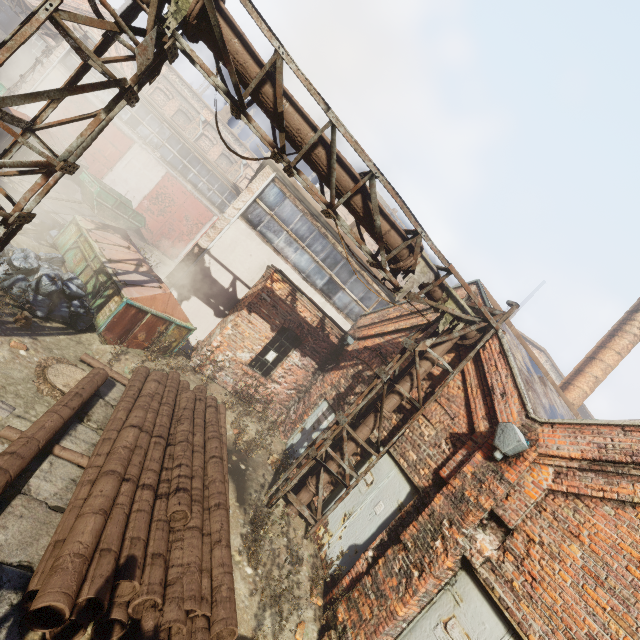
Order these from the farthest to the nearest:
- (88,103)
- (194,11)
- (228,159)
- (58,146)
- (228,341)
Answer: (228,159) → (88,103) → (58,146) → (228,341) → (194,11)

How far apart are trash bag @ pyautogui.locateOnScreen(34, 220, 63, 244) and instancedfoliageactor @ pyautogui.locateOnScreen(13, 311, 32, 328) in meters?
4.9

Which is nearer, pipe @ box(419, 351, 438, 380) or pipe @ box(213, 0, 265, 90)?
pipe @ box(213, 0, 265, 90)

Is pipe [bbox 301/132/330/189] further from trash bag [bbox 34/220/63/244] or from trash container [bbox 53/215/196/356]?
trash bag [bbox 34/220/63/244]

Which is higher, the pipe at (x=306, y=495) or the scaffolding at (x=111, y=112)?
the scaffolding at (x=111, y=112)

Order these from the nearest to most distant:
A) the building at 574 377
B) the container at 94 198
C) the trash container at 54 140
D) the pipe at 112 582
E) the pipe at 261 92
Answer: the pipe at 112 582 → the pipe at 261 92 → the building at 574 377 → the trash container at 54 140 → the container at 94 198

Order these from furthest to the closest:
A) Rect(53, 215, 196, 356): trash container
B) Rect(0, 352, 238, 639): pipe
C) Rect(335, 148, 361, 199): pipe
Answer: Rect(53, 215, 196, 356): trash container → Rect(335, 148, 361, 199): pipe → Rect(0, 352, 238, 639): pipe

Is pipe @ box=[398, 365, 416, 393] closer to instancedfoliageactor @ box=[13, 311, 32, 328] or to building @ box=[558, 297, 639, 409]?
instancedfoliageactor @ box=[13, 311, 32, 328]
